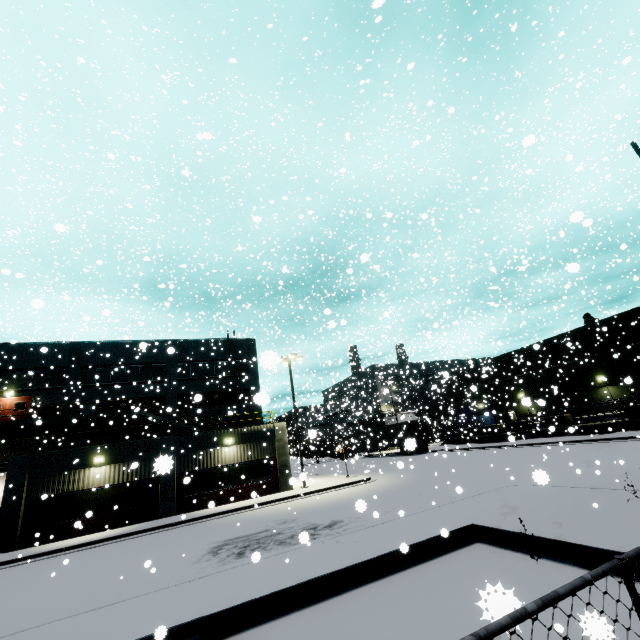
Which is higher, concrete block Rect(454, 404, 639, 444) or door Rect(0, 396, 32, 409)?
door Rect(0, 396, 32, 409)

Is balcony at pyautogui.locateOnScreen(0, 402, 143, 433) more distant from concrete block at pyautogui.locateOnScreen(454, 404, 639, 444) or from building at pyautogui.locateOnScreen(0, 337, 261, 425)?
concrete block at pyautogui.locateOnScreen(454, 404, 639, 444)

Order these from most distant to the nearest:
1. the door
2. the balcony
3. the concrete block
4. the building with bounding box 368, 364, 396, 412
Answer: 1. the building with bounding box 368, 364, 396, 412
2. the door
3. the concrete block
4. the balcony

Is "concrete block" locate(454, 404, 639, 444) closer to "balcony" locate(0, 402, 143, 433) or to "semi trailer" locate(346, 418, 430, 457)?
"semi trailer" locate(346, 418, 430, 457)

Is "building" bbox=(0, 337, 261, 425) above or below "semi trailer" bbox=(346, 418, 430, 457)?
above

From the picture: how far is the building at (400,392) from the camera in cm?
4715

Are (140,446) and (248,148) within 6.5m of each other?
no

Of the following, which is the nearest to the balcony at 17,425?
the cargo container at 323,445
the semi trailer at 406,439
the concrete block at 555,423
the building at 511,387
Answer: the building at 511,387
